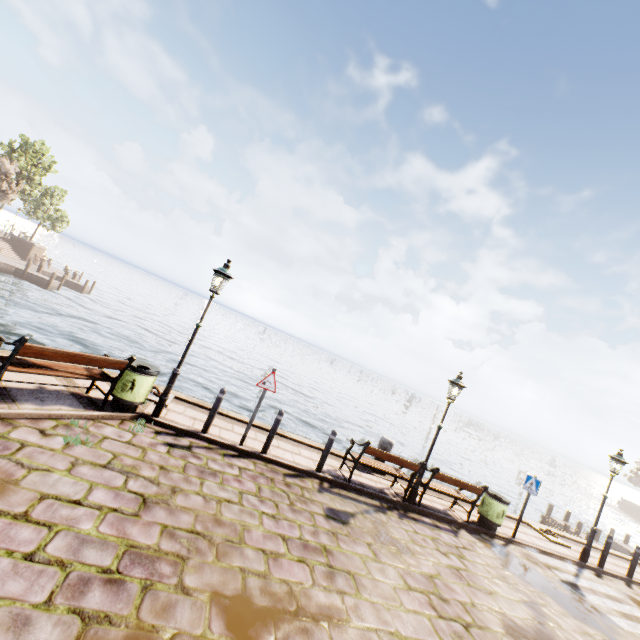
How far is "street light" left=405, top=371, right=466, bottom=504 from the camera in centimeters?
879cm

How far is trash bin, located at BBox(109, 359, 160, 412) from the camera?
6.6 meters

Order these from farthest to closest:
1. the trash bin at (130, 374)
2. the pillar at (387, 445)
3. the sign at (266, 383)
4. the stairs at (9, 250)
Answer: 1. the stairs at (9, 250)
2. the pillar at (387, 445)
3. the sign at (266, 383)
4. the trash bin at (130, 374)

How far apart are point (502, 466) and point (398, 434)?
26.3 meters

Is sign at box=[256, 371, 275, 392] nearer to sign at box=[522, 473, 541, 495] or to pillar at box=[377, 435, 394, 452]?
pillar at box=[377, 435, 394, 452]

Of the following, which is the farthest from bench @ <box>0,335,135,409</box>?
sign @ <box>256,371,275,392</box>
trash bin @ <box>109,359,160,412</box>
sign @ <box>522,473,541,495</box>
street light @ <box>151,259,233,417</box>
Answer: sign @ <box>522,473,541,495</box>

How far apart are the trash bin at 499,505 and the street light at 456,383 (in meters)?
2.50

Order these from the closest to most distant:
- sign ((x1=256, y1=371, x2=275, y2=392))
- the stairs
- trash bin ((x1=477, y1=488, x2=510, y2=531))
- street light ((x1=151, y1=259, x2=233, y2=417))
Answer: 1. street light ((x1=151, y1=259, x2=233, y2=417))
2. sign ((x1=256, y1=371, x2=275, y2=392))
3. trash bin ((x1=477, y1=488, x2=510, y2=531))
4. the stairs
